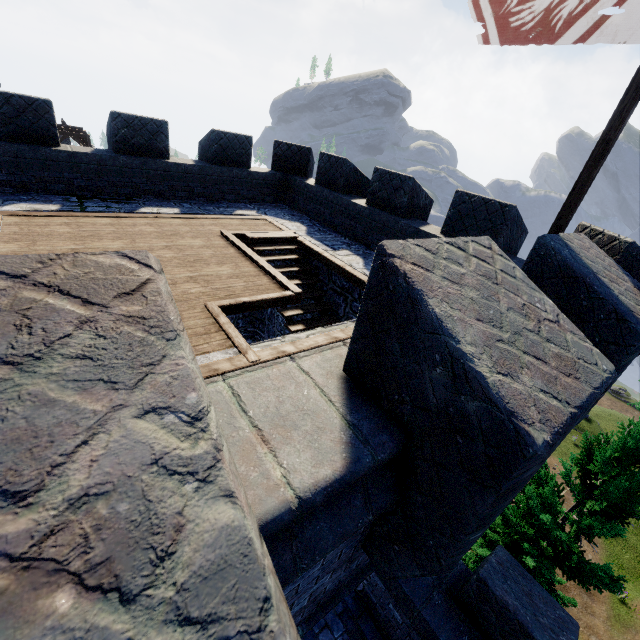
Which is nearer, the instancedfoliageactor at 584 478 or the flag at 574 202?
the flag at 574 202

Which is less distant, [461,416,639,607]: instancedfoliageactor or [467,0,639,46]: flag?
[467,0,639,46]: flag

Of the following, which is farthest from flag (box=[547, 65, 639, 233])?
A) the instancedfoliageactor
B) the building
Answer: the instancedfoliageactor

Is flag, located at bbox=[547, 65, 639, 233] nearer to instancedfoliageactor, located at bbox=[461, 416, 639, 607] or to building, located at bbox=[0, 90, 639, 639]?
building, located at bbox=[0, 90, 639, 639]

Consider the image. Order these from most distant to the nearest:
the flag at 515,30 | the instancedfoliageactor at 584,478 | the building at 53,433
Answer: the instancedfoliageactor at 584,478, the flag at 515,30, the building at 53,433

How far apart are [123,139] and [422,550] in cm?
1066

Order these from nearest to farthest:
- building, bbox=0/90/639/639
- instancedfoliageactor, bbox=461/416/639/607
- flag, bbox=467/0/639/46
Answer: building, bbox=0/90/639/639, flag, bbox=467/0/639/46, instancedfoliageactor, bbox=461/416/639/607
